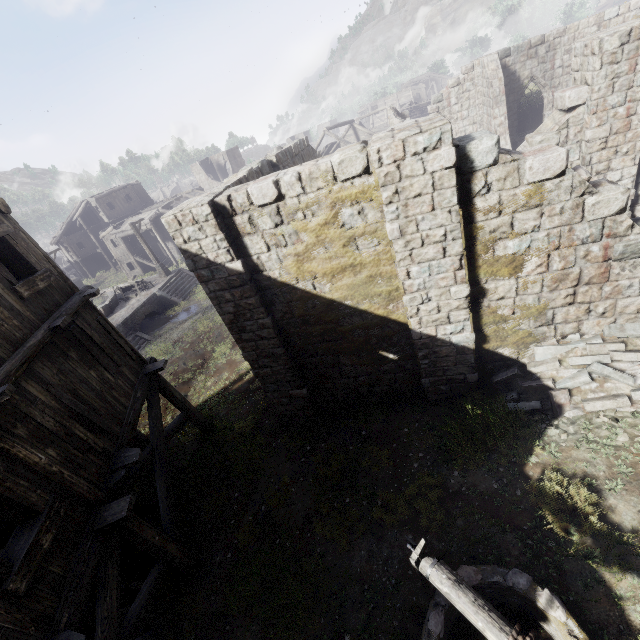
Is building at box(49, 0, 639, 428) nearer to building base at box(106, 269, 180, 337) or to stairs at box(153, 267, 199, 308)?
stairs at box(153, 267, 199, 308)

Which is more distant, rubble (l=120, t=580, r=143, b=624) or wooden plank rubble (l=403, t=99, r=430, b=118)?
wooden plank rubble (l=403, t=99, r=430, b=118)

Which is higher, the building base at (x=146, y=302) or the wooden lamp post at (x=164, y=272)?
the wooden lamp post at (x=164, y=272)

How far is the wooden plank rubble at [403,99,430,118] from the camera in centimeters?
4430cm

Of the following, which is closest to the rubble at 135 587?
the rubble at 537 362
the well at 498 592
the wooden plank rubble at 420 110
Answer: the well at 498 592

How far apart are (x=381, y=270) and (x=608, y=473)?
5.5 meters

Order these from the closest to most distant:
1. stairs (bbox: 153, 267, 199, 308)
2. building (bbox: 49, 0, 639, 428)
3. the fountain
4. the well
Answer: the well, building (bbox: 49, 0, 639, 428), the fountain, stairs (bbox: 153, 267, 199, 308)

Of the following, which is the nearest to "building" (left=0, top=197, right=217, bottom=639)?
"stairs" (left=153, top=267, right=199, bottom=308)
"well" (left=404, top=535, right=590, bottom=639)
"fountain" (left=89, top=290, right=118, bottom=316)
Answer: "stairs" (left=153, top=267, right=199, bottom=308)
